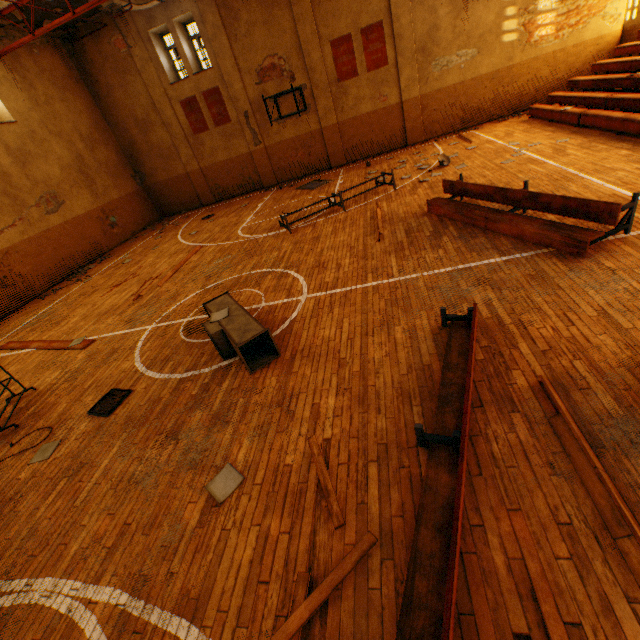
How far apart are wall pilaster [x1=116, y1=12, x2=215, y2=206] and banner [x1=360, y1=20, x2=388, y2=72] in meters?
9.7 m

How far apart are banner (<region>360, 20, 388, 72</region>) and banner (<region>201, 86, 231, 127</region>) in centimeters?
696cm

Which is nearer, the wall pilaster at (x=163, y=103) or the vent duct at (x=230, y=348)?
the vent duct at (x=230, y=348)

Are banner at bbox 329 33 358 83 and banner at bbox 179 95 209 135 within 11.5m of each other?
yes

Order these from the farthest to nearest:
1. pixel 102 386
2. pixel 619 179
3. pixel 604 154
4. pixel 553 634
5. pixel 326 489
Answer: pixel 604 154, pixel 619 179, pixel 102 386, pixel 326 489, pixel 553 634

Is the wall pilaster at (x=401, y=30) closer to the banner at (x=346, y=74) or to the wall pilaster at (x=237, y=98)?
the banner at (x=346, y=74)

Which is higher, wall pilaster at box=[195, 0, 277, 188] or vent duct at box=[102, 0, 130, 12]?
vent duct at box=[102, 0, 130, 12]

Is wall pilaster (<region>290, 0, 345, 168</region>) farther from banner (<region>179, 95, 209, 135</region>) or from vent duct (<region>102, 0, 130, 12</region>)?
banner (<region>179, 95, 209, 135</region>)
